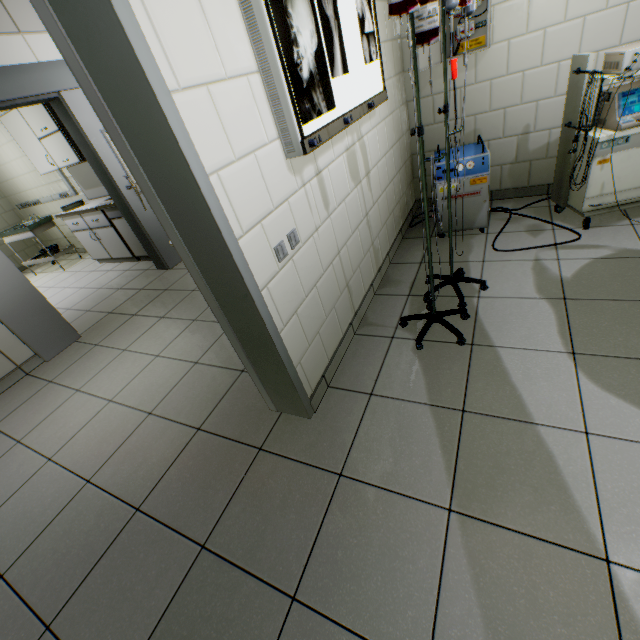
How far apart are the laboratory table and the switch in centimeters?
448cm

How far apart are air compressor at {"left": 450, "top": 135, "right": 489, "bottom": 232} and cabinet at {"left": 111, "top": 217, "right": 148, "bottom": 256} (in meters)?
3.93

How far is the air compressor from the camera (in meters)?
2.61

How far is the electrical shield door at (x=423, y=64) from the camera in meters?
2.6 m

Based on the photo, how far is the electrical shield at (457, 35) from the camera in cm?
268

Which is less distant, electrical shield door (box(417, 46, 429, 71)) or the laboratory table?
electrical shield door (box(417, 46, 429, 71))

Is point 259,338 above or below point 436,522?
above

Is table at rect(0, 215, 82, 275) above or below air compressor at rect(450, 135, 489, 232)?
above
